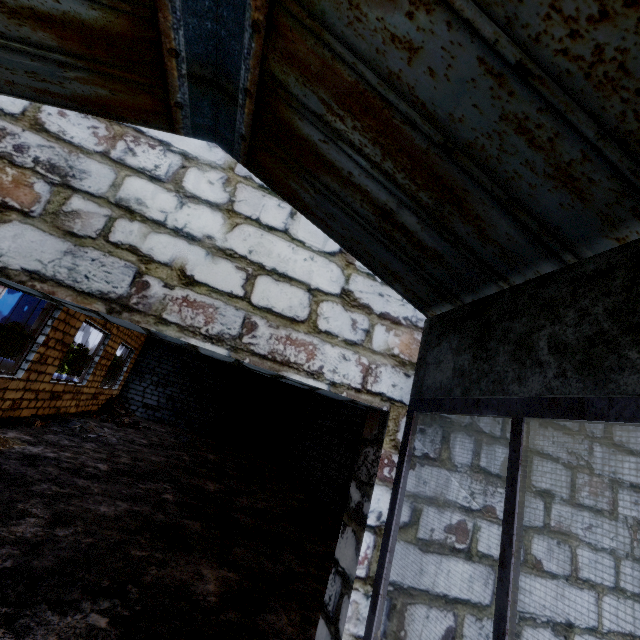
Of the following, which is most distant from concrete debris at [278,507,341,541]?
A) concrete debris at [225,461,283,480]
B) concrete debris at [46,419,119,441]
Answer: concrete debris at [46,419,119,441]

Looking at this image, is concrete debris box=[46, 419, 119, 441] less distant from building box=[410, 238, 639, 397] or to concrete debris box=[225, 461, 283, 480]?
concrete debris box=[225, 461, 283, 480]

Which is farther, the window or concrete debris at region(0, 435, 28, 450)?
concrete debris at region(0, 435, 28, 450)

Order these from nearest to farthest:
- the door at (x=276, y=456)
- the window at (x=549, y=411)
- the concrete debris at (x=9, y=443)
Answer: the window at (x=549, y=411), the concrete debris at (x=9, y=443), the door at (x=276, y=456)

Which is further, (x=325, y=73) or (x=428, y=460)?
(x=428, y=460)

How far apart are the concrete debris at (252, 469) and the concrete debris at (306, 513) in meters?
2.6

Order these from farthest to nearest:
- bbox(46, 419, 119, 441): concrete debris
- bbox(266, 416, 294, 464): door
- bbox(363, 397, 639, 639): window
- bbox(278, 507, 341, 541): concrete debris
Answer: bbox(266, 416, 294, 464): door, bbox(46, 419, 119, 441): concrete debris, bbox(278, 507, 341, 541): concrete debris, bbox(363, 397, 639, 639): window

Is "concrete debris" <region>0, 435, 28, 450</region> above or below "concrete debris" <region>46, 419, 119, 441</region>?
below
